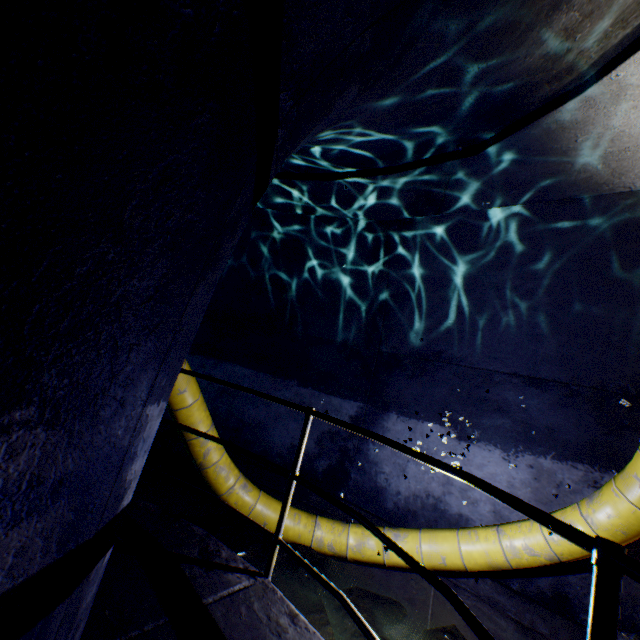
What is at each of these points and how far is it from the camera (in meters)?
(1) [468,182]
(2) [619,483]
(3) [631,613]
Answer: (1) building tunnel, 3.21
(2) large conduit, 2.99
(3) building tunnel, 3.32

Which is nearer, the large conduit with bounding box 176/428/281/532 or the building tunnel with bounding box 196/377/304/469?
the large conduit with bounding box 176/428/281/532

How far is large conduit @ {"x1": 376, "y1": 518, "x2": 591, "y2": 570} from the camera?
3.3m

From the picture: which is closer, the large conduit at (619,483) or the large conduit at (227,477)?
the large conduit at (619,483)

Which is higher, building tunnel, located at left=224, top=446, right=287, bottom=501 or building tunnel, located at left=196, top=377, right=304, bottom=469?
building tunnel, located at left=196, top=377, right=304, bottom=469

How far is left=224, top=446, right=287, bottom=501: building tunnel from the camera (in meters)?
5.47

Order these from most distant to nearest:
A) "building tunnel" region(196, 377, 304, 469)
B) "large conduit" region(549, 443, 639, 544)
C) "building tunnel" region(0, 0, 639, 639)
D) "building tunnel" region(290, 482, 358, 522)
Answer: "building tunnel" region(196, 377, 304, 469), "building tunnel" region(290, 482, 358, 522), "large conduit" region(549, 443, 639, 544), "building tunnel" region(0, 0, 639, 639)

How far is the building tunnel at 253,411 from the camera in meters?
5.8
